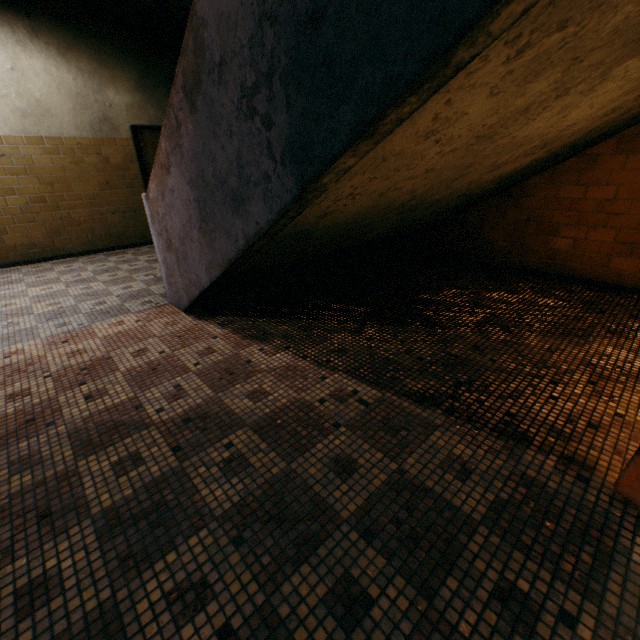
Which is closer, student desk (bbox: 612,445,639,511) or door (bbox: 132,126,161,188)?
student desk (bbox: 612,445,639,511)

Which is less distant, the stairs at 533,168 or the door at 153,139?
the stairs at 533,168

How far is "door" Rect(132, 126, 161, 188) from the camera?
6.21m

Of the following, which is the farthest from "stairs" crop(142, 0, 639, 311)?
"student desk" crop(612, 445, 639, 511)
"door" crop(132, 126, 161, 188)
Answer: "door" crop(132, 126, 161, 188)

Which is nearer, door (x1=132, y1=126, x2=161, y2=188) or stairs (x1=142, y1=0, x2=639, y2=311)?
stairs (x1=142, y1=0, x2=639, y2=311)

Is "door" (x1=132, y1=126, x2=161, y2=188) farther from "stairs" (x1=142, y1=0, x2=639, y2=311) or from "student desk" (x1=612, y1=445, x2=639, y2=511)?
"student desk" (x1=612, y1=445, x2=639, y2=511)

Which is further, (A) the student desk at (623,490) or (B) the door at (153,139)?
(B) the door at (153,139)

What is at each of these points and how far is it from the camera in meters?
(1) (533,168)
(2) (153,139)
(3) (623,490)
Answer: (1) stairs, 3.4
(2) door, 6.4
(3) student desk, 1.4
